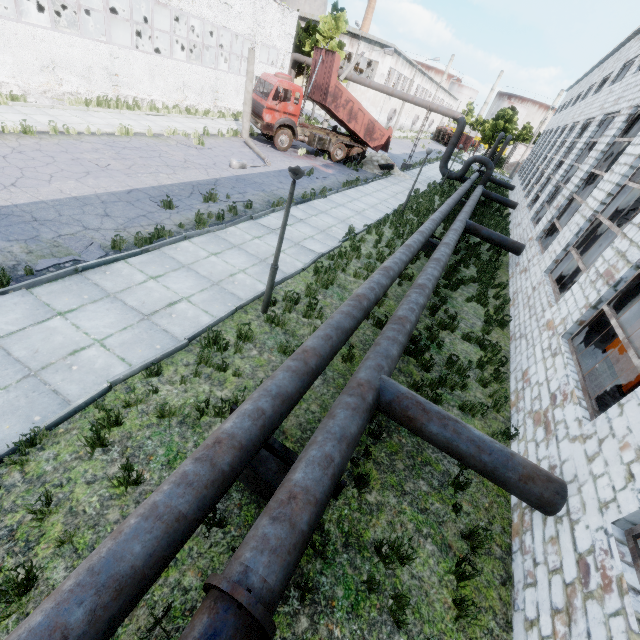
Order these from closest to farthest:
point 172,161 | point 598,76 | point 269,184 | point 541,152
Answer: point 172,161 → point 269,184 → point 598,76 → point 541,152

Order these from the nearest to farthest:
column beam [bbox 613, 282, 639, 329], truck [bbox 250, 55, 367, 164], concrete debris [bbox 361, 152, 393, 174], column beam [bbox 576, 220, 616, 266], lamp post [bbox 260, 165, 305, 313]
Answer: lamp post [bbox 260, 165, 305, 313], column beam [bbox 613, 282, 639, 329], column beam [bbox 576, 220, 616, 266], truck [bbox 250, 55, 367, 164], concrete debris [bbox 361, 152, 393, 174]

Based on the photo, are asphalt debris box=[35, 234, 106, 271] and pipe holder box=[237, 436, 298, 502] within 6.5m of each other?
yes

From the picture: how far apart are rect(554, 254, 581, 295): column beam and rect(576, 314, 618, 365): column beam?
4.0 meters

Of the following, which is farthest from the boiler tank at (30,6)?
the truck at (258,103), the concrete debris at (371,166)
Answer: the concrete debris at (371,166)

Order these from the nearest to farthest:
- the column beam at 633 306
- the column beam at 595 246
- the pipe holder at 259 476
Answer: the pipe holder at 259 476 < the column beam at 633 306 < the column beam at 595 246

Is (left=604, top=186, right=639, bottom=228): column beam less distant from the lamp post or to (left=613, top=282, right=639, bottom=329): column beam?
(left=613, top=282, right=639, bottom=329): column beam

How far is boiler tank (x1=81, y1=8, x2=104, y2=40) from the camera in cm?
2133
